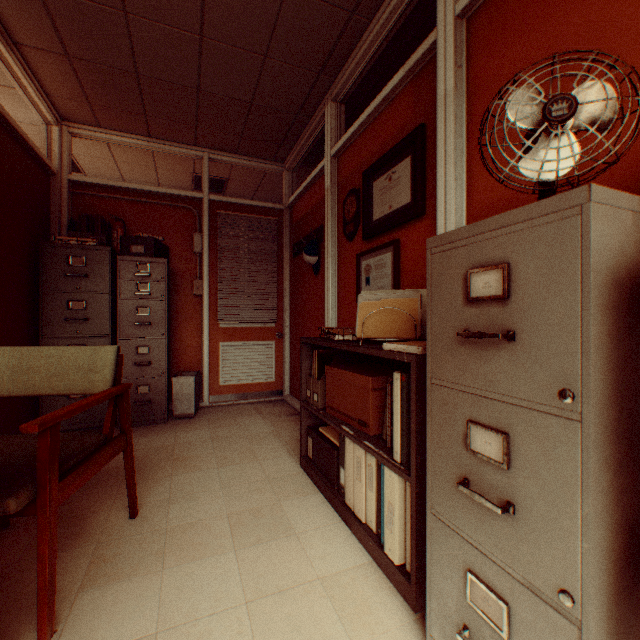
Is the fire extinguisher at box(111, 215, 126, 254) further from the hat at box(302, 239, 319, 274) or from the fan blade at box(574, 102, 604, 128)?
the fan blade at box(574, 102, 604, 128)

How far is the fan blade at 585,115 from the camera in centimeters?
93cm

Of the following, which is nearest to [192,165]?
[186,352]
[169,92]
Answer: [169,92]

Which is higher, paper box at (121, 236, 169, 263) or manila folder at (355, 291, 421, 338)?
paper box at (121, 236, 169, 263)

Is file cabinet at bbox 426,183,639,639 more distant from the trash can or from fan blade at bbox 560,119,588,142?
the trash can

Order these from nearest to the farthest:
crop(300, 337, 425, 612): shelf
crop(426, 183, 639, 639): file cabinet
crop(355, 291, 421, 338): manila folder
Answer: crop(426, 183, 639, 639): file cabinet < crop(300, 337, 425, 612): shelf < crop(355, 291, 421, 338): manila folder

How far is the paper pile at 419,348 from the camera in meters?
1.4

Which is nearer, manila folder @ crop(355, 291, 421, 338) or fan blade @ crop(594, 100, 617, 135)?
fan blade @ crop(594, 100, 617, 135)
